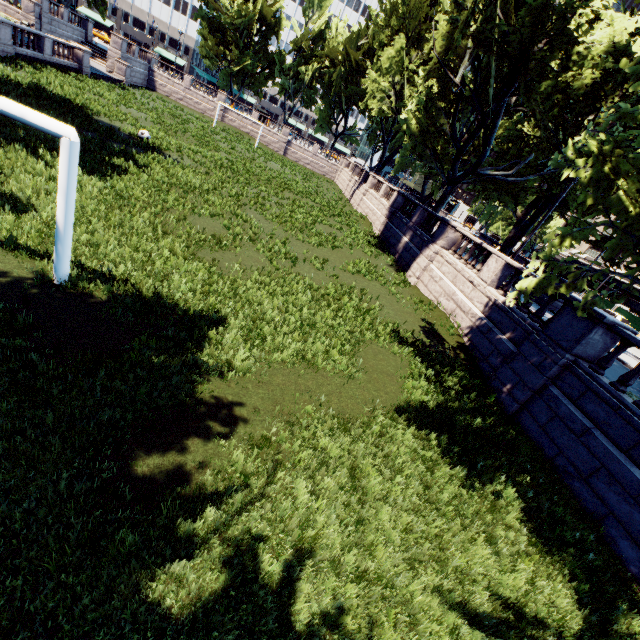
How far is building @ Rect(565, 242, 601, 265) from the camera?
54.4 meters

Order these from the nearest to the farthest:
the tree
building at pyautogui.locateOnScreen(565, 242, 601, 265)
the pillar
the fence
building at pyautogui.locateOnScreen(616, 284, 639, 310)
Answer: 1. the pillar
2. the tree
3. the fence
4. building at pyautogui.locateOnScreen(616, 284, 639, 310)
5. building at pyautogui.locateOnScreen(565, 242, 601, 265)

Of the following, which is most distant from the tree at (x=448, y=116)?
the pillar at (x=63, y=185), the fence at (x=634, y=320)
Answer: the fence at (x=634, y=320)

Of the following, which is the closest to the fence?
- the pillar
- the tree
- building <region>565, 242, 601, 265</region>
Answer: building <region>565, 242, 601, 265</region>

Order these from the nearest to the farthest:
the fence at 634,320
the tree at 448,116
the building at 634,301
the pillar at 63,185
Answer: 1. the pillar at 63,185
2. the tree at 448,116
3. the fence at 634,320
4. the building at 634,301

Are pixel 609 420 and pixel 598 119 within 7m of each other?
no

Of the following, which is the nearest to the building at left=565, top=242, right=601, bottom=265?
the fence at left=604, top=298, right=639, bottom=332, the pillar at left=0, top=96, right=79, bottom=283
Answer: the fence at left=604, top=298, right=639, bottom=332

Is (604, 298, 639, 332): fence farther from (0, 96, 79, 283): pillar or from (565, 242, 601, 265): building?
(0, 96, 79, 283): pillar
